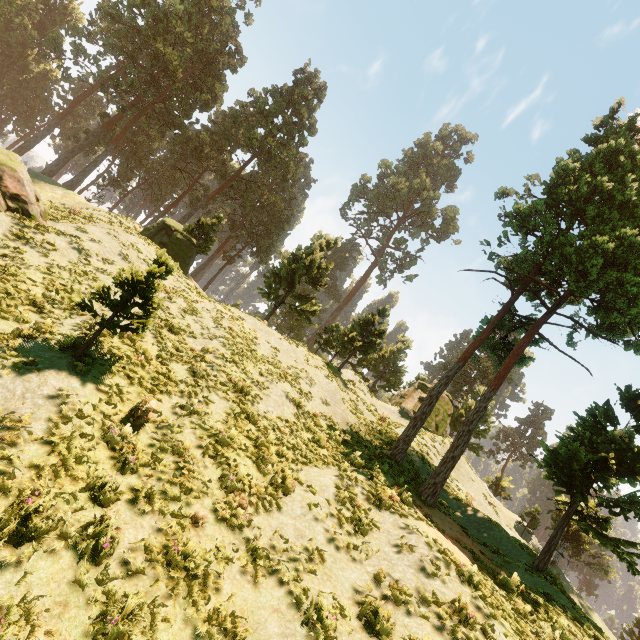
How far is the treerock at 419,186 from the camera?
54.4m

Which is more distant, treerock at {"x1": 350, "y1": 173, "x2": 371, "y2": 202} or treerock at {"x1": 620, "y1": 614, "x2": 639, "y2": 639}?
treerock at {"x1": 350, "y1": 173, "x2": 371, "y2": 202}

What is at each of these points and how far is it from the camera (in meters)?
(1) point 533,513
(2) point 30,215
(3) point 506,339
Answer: (1) treerock, 32.41
(2) treerock, 14.75
(3) treerock, 52.91

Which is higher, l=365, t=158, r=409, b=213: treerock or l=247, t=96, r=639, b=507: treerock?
l=365, t=158, r=409, b=213: treerock

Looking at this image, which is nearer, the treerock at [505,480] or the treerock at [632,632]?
the treerock at [632,632]

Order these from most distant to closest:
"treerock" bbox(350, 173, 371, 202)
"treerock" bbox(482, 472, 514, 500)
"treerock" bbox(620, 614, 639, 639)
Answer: "treerock" bbox(350, 173, 371, 202) < "treerock" bbox(482, 472, 514, 500) < "treerock" bbox(620, 614, 639, 639)
